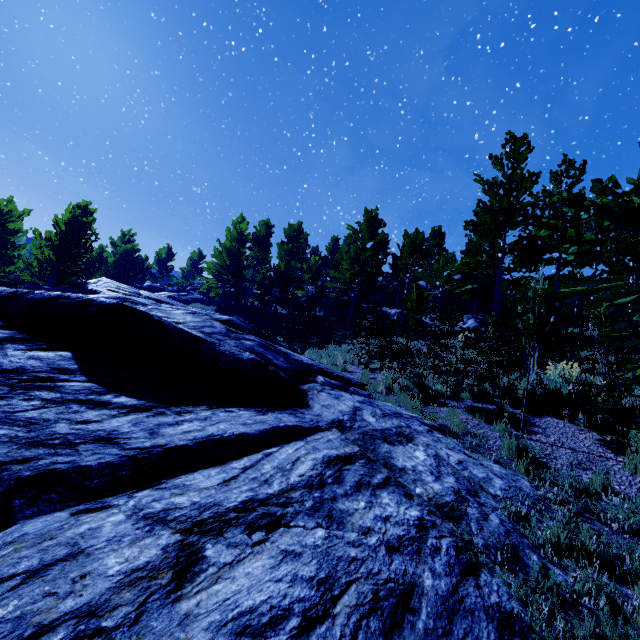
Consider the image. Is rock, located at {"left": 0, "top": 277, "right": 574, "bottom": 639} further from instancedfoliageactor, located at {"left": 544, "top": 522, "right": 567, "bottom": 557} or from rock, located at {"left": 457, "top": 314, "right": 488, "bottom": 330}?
rock, located at {"left": 457, "top": 314, "right": 488, "bottom": 330}

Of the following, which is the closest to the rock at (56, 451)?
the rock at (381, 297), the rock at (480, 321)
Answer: the rock at (381, 297)

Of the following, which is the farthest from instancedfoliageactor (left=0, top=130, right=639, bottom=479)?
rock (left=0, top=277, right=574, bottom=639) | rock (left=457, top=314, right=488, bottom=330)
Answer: rock (left=457, top=314, right=488, bottom=330)

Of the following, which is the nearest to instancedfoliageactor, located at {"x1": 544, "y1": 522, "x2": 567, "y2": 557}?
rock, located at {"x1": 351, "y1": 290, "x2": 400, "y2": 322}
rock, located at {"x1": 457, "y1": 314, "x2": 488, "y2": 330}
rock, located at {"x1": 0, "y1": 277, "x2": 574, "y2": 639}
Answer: rock, located at {"x1": 0, "y1": 277, "x2": 574, "y2": 639}

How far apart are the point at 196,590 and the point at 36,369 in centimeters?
374cm

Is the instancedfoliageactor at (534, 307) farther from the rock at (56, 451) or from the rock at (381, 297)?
the rock at (381, 297)
